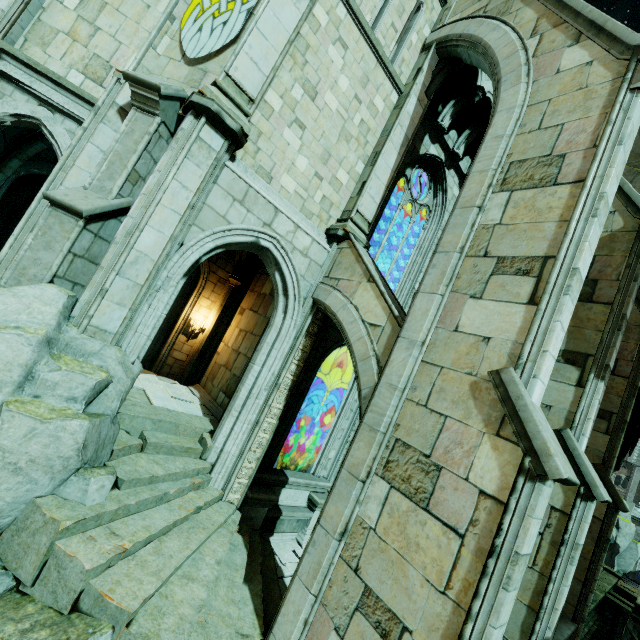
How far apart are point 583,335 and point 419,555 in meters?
6.6

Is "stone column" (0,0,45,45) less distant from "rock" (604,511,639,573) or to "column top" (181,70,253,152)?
"column top" (181,70,253,152)

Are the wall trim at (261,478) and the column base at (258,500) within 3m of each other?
yes

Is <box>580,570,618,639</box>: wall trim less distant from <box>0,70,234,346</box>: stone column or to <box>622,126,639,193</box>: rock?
<box>622,126,639,193</box>: rock

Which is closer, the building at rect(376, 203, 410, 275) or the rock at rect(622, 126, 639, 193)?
the rock at rect(622, 126, 639, 193)

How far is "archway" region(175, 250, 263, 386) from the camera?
12.1m

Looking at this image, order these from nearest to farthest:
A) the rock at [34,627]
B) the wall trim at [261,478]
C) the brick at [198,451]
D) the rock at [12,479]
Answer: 1. the rock at [34,627]
2. the rock at [12,479]
3. the brick at [198,451]
4. the wall trim at [261,478]

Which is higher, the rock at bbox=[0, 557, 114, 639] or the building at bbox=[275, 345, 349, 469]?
the building at bbox=[275, 345, 349, 469]
